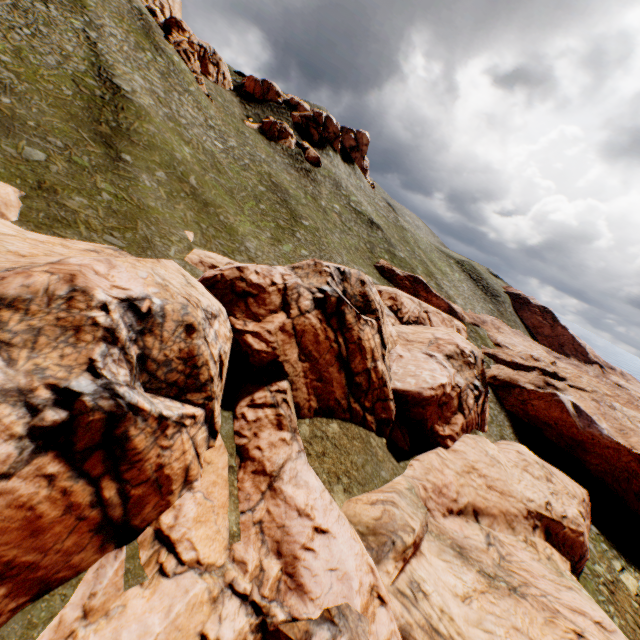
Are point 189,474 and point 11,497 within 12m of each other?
yes

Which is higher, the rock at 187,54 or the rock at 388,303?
the rock at 187,54

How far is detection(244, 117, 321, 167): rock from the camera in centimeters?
5606cm

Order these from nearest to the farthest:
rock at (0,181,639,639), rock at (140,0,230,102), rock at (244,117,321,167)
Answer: rock at (0,181,639,639), rock at (140,0,230,102), rock at (244,117,321,167)

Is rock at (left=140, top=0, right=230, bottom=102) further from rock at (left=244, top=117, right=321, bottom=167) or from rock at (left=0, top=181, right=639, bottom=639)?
rock at (left=0, top=181, right=639, bottom=639)

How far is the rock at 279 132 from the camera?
56.06m

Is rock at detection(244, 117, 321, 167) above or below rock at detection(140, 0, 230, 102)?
below
